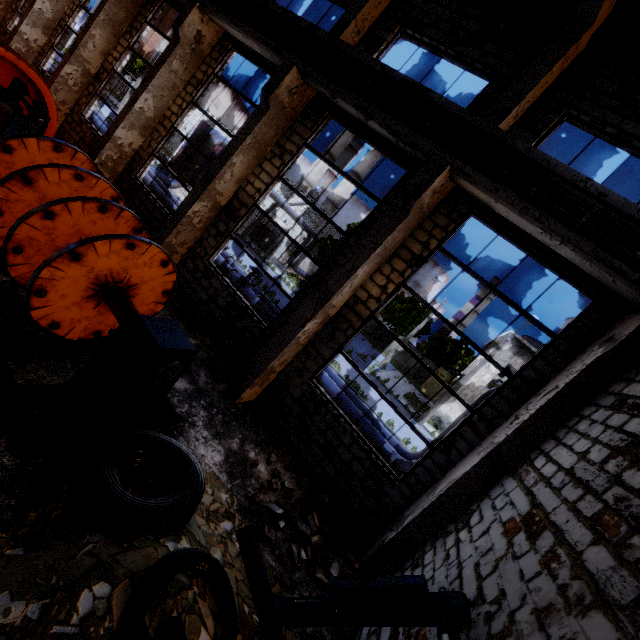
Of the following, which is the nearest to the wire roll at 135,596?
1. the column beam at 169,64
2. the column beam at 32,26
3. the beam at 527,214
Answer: the beam at 527,214

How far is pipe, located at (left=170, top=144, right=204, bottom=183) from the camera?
19.36m

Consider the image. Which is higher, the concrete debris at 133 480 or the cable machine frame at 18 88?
the cable machine frame at 18 88

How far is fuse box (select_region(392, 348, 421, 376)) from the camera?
46.5m

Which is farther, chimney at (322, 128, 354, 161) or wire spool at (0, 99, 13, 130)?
chimney at (322, 128, 354, 161)

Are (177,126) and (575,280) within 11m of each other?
no

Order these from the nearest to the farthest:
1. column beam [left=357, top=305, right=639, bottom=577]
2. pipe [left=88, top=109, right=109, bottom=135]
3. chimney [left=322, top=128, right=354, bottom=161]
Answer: column beam [left=357, top=305, right=639, bottom=577] → pipe [left=88, top=109, right=109, bottom=135] → chimney [left=322, top=128, right=354, bottom=161]

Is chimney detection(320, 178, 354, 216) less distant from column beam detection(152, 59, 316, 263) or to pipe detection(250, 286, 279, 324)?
pipe detection(250, 286, 279, 324)
